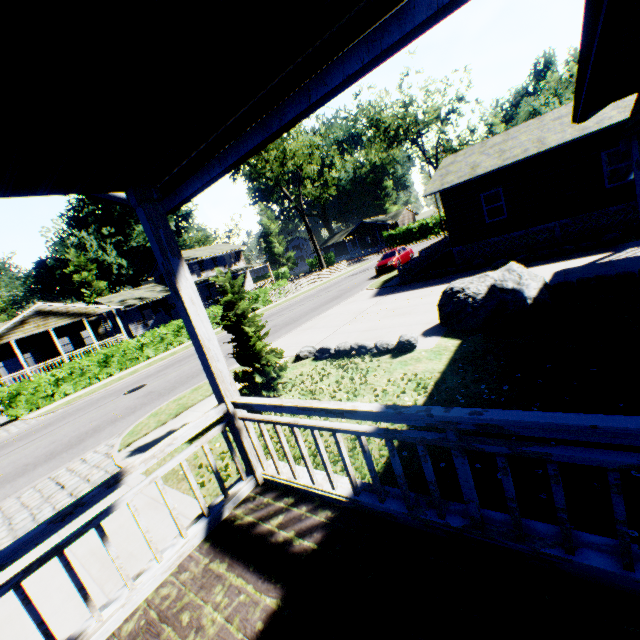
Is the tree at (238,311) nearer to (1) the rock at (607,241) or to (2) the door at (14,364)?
(1) the rock at (607,241)

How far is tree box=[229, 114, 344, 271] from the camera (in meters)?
34.53

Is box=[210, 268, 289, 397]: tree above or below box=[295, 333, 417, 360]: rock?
above

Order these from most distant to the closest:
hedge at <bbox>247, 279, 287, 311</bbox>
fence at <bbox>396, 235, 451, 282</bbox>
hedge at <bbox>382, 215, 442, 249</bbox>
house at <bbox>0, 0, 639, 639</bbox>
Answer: hedge at <bbox>382, 215, 442, 249</bbox>
hedge at <bbox>247, 279, 287, 311</bbox>
fence at <bbox>396, 235, 451, 282</bbox>
house at <bbox>0, 0, 639, 639</bbox>

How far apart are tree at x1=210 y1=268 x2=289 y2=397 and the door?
30.42m

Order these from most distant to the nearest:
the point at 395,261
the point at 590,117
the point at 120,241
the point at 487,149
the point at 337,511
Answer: the point at 120,241 → the point at 395,261 → the point at 487,149 → the point at 590,117 → the point at 337,511

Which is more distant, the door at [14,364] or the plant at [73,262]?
the plant at [73,262]

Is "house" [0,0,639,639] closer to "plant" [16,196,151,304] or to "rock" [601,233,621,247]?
"rock" [601,233,621,247]
